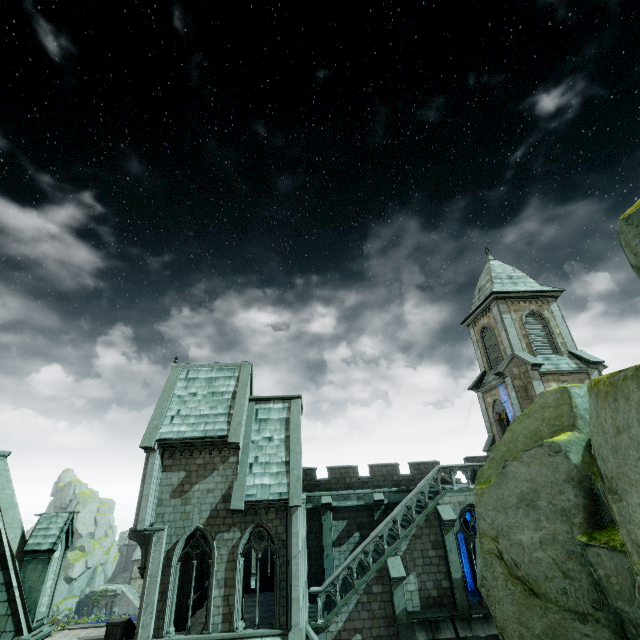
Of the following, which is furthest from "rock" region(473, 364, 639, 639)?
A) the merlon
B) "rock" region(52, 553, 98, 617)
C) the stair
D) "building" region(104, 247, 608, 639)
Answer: the stair

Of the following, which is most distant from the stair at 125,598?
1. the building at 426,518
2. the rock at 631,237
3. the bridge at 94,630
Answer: the rock at 631,237

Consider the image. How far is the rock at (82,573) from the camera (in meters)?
55.84

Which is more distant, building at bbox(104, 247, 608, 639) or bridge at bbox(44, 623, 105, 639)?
bridge at bbox(44, 623, 105, 639)

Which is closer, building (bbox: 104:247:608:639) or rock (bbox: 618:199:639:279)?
rock (bbox: 618:199:639:279)

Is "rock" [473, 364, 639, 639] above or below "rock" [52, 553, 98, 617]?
above

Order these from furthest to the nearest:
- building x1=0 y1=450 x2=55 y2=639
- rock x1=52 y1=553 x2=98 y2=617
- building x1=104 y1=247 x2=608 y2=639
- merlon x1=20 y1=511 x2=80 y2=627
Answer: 1. rock x1=52 y1=553 x2=98 y2=617
2. building x1=104 y1=247 x2=608 y2=639
3. merlon x1=20 y1=511 x2=80 y2=627
4. building x1=0 y1=450 x2=55 y2=639

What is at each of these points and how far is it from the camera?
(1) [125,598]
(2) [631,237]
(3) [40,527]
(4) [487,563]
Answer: (1) stair, 57.1 meters
(2) rock, 3.9 meters
(3) merlon, 12.4 meters
(4) rock, 8.3 meters
